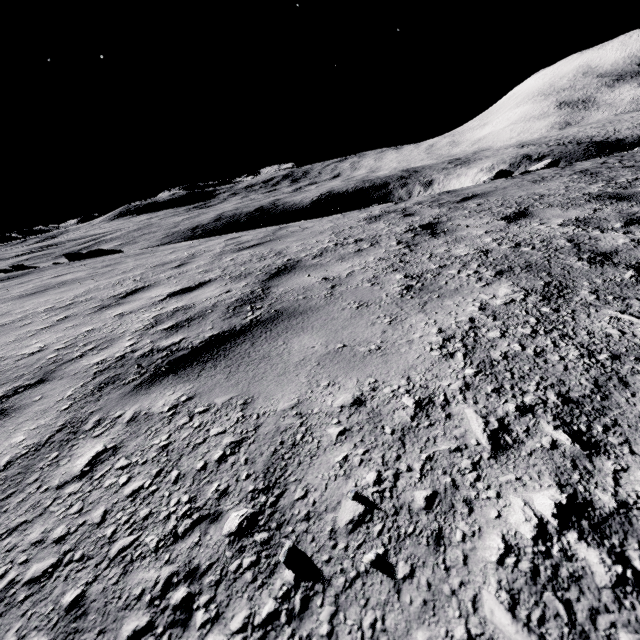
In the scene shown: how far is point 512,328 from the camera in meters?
1.7 m
